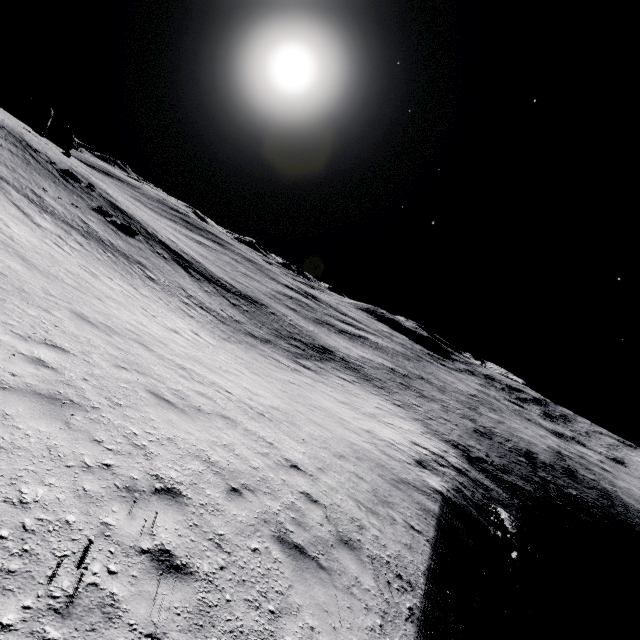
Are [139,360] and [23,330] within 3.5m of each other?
yes
